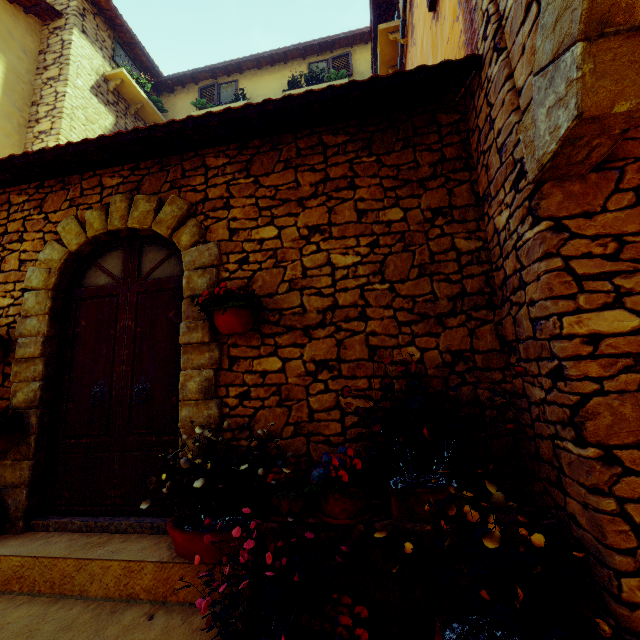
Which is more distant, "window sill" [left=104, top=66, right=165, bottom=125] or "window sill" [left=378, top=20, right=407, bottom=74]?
"window sill" [left=104, top=66, right=165, bottom=125]

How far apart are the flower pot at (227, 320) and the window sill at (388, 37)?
5.6 meters

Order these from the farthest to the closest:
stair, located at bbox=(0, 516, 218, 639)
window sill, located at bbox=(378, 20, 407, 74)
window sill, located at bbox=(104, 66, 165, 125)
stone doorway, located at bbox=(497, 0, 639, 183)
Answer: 1. window sill, located at bbox=(104, 66, 165, 125)
2. window sill, located at bbox=(378, 20, 407, 74)
3. stair, located at bbox=(0, 516, 218, 639)
4. stone doorway, located at bbox=(497, 0, 639, 183)

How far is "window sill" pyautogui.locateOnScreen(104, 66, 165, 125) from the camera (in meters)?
7.23

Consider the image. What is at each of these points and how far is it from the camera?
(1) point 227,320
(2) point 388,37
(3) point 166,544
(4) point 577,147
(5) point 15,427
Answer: (1) flower pot, 2.75m
(2) window sill, 5.60m
(3) stair, 2.53m
(4) stone doorway, 1.64m
(5) flower pot, 3.04m

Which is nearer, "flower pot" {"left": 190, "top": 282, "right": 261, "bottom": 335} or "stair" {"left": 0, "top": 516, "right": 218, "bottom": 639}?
"stair" {"left": 0, "top": 516, "right": 218, "bottom": 639}

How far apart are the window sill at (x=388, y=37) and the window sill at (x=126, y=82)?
5.61m

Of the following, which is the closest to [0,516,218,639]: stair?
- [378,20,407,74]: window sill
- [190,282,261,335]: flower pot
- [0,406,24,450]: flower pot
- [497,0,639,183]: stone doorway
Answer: [0,406,24,450]: flower pot
